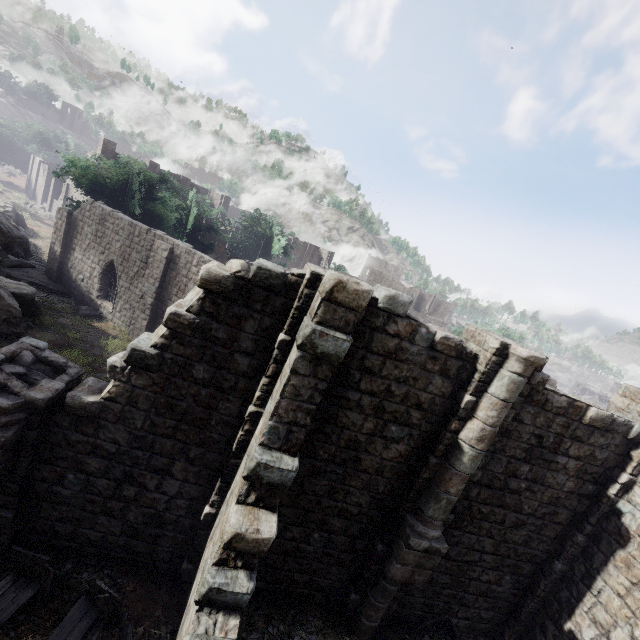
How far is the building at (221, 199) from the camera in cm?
4288

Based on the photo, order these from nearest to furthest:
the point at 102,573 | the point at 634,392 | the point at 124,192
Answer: the point at 102,573
the point at 634,392
the point at 124,192

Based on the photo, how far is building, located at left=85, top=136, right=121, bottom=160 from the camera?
35.5 meters

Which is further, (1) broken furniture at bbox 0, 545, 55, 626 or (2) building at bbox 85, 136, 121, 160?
(2) building at bbox 85, 136, 121, 160

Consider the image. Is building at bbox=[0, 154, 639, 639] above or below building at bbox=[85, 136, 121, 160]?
below

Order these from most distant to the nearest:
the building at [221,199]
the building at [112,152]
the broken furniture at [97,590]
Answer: the building at [221,199]
the building at [112,152]
the broken furniture at [97,590]

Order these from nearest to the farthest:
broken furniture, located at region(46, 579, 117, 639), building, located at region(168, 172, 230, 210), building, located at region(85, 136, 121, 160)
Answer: broken furniture, located at region(46, 579, 117, 639) → building, located at region(85, 136, 121, 160) → building, located at region(168, 172, 230, 210)
